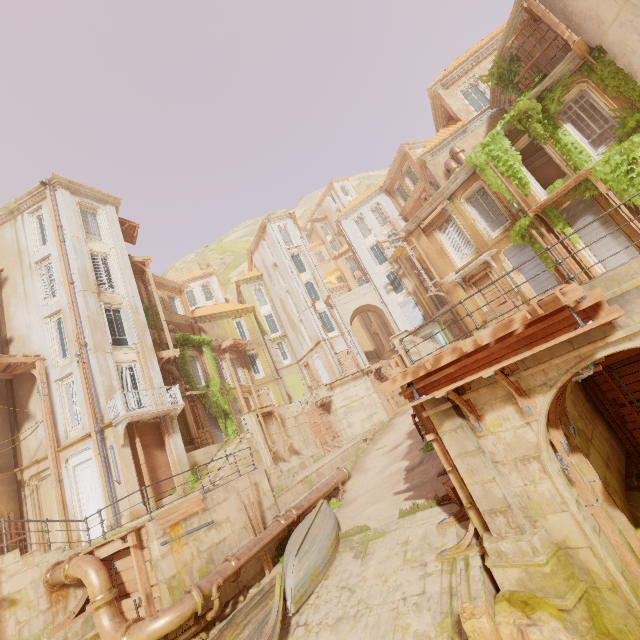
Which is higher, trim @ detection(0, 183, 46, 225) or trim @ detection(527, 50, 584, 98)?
trim @ detection(0, 183, 46, 225)

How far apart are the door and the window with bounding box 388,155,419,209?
32.4 meters

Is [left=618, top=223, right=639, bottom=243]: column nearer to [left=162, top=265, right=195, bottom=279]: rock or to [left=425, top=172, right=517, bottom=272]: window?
[left=425, top=172, right=517, bottom=272]: window

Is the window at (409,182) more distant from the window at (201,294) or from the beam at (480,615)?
the beam at (480,615)

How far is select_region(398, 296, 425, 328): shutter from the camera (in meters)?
32.94

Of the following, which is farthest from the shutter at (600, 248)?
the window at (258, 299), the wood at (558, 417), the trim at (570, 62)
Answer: the window at (258, 299)

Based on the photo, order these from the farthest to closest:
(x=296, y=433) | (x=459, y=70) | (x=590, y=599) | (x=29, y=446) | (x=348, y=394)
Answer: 1. (x=348, y=394)
2. (x=296, y=433)
3. (x=459, y=70)
4. (x=29, y=446)
5. (x=590, y=599)

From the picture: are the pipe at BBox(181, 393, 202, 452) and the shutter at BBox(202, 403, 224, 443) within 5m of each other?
yes
